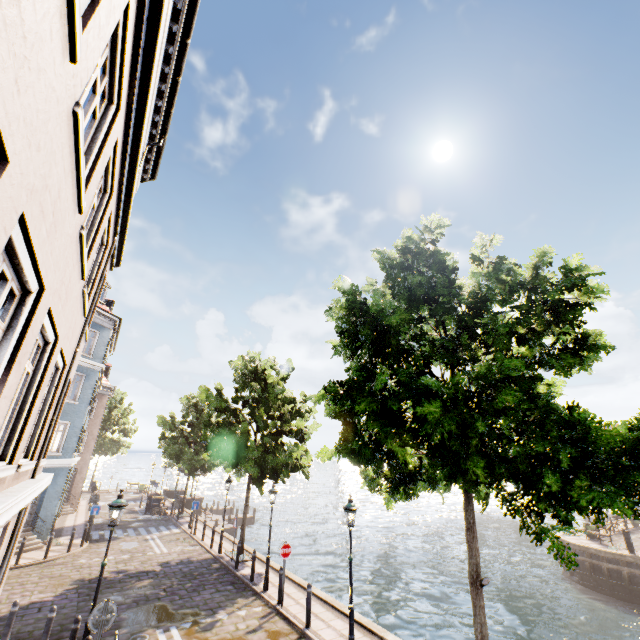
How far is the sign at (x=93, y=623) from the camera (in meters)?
6.76

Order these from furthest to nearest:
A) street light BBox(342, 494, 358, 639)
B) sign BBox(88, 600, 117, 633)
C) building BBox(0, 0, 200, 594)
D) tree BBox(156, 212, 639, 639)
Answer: street light BBox(342, 494, 358, 639) < sign BBox(88, 600, 117, 633) < tree BBox(156, 212, 639, 639) < building BBox(0, 0, 200, 594)

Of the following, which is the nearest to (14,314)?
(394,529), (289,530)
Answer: (289,530)

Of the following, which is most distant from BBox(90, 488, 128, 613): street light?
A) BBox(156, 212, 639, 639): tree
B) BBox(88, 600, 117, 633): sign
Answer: BBox(156, 212, 639, 639): tree

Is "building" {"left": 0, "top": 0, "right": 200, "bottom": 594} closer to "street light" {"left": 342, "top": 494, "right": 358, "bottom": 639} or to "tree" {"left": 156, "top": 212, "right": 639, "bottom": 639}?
"tree" {"left": 156, "top": 212, "right": 639, "bottom": 639}

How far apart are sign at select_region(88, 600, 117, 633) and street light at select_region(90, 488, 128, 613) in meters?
1.3

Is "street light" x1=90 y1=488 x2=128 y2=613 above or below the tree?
below

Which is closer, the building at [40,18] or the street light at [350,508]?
the building at [40,18]
